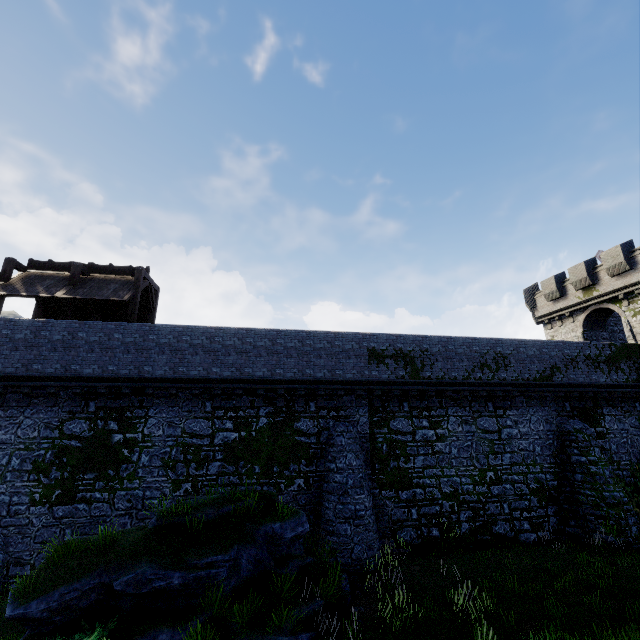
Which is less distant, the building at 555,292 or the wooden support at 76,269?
the wooden support at 76,269

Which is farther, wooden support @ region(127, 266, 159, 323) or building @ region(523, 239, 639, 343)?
building @ region(523, 239, 639, 343)

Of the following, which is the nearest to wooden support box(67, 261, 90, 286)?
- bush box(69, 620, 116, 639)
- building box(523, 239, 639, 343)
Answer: bush box(69, 620, 116, 639)

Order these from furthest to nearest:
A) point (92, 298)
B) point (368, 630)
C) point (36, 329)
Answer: point (92, 298) < point (36, 329) < point (368, 630)

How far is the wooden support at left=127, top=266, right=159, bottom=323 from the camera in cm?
1617

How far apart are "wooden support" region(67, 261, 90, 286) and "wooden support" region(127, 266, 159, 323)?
2.59m

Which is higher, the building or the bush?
the building

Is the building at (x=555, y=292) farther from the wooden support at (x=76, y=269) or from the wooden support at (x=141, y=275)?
the wooden support at (x=76, y=269)
